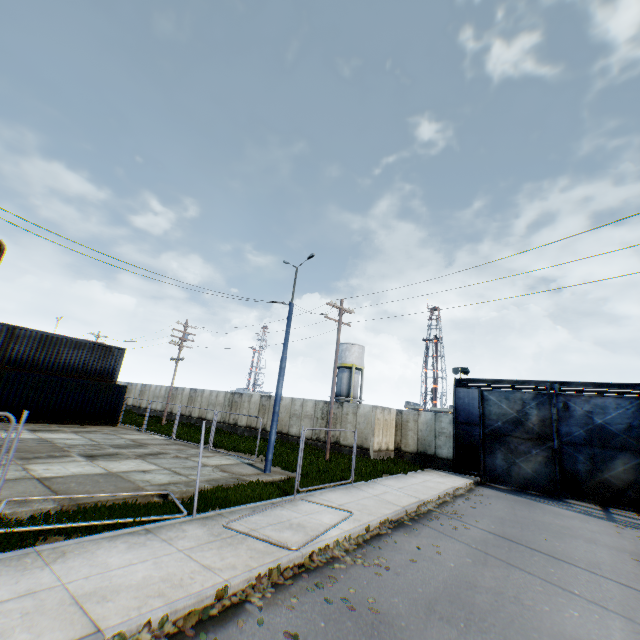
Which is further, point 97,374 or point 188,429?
point 188,429

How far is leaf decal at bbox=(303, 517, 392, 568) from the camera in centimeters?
661cm

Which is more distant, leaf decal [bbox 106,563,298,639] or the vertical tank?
the vertical tank

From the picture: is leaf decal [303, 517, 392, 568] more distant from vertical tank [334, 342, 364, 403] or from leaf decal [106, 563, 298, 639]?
vertical tank [334, 342, 364, 403]

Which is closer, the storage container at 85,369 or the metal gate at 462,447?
the metal gate at 462,447

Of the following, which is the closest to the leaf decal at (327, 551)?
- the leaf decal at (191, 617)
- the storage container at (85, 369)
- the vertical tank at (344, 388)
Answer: the leaf decal at (191, 617)

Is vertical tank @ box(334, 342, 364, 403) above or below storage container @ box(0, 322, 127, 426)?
above

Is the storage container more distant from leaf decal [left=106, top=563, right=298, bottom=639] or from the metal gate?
the metal gate
